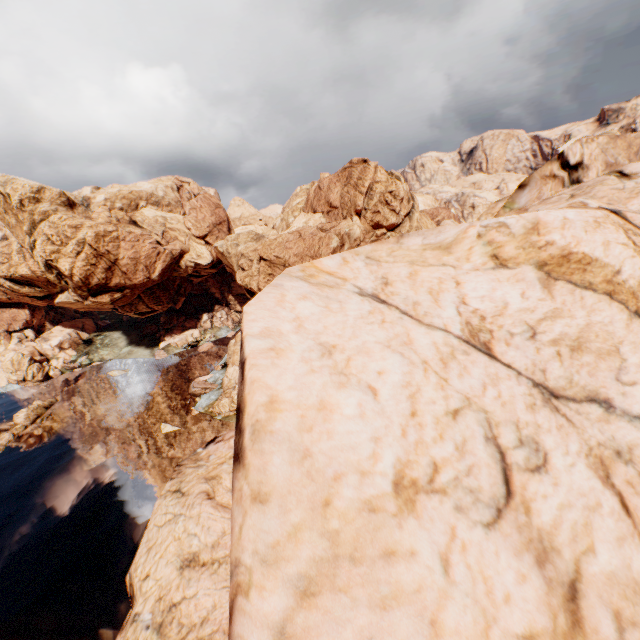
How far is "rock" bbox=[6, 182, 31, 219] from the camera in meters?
58.9 m

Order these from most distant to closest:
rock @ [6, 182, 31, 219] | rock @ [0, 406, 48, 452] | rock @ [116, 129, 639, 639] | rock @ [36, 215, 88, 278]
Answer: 1. rock @ [6, 182, 31, 219]
2. rock @ [36, 215, 88, 278]
3. rock @ [0, 406, 48, 452]
4. rock @ [116, 129, 639, 639]

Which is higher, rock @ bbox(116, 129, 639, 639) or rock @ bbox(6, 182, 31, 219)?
rock @ bbox(6, 182, 31, 219)

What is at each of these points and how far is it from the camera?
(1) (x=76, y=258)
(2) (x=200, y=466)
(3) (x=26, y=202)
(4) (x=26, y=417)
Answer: (1) rock, 59.94m
(2) rock, 19.59m
(3) rock, 59.44m
(4) rock, 58.34m

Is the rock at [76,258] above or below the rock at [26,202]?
below

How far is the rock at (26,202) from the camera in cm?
5894

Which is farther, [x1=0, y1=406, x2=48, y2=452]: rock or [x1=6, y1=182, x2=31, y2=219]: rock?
[x1=6, y1=182, x2=31, y2=219]: rock
